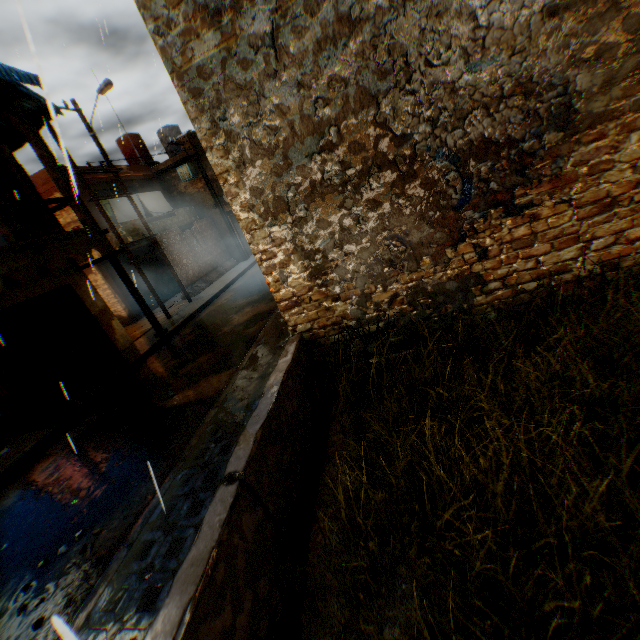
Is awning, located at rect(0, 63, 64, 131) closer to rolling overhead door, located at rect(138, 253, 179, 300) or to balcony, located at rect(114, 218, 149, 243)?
rolling overhead door, located at rect(138, 253, 179, 300)

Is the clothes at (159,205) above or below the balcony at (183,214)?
above

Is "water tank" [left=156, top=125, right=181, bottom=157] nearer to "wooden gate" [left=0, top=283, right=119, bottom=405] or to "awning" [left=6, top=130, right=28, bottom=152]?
"awning" [left=6, top=130, right=28, bottom=152]

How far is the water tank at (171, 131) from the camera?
22.4 meters

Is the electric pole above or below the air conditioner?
above

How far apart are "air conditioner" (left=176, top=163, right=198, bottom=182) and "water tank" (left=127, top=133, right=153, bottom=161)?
4.4m

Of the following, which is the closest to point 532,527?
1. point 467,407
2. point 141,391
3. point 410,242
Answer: point 467,407

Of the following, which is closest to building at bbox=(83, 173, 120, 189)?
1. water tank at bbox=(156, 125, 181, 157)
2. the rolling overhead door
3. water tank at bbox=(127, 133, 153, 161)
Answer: the rolling overhead door
